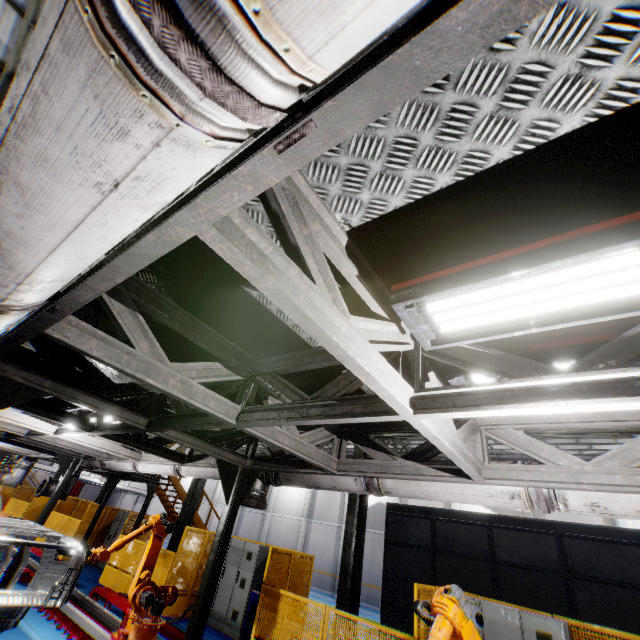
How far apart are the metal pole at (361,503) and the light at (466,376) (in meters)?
7.14

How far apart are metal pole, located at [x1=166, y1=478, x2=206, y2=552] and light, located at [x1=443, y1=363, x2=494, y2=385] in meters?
13.3

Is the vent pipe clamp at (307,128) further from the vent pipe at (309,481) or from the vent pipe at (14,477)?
the vent pipe at (14,477)

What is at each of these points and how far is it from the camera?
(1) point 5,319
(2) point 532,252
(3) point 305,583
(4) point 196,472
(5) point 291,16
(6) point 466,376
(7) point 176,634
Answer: (1) vent pipe, 2.01m
(2) light, 1.66m
(3) metal panel, 9.22m
(4) vent pipe, 6.84m
(5) vent pipe, 0.57m
(6) light, 2.70m
(7) metal platform, 6.33m

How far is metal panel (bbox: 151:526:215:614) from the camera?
10.1 meters

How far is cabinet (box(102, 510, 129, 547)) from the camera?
14.77m

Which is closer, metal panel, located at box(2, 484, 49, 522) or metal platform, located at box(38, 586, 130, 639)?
metal platform, located at box(38, 586, 130, 639)

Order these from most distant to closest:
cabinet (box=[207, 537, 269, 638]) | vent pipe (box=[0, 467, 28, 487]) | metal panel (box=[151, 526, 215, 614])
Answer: vent pipe (box=[0, 467, 28, 487])
metal panel (box=[151, 526, 215, 614])
cabinet (box=[207, 537, 269, 638])
